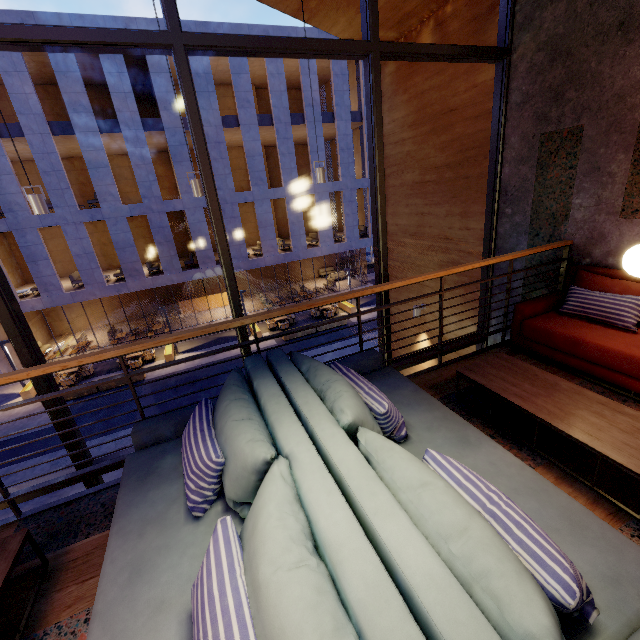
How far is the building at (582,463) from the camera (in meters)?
2.25

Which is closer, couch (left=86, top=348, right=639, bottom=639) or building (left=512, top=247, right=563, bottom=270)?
couch (left=86, top=348, right=639, bottom=639)

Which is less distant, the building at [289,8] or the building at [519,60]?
the building at [519,60]

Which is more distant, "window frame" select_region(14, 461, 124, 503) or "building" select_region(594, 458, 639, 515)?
"window frame" select_region(14, 461, 124, 503)

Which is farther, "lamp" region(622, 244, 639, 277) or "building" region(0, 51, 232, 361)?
"building" region(0, 51, 232, 361)

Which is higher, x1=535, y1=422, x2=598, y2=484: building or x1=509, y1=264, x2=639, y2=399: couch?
x1=509, y1=264, x2=639, y2=399: couch

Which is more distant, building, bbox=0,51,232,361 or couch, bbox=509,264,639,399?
building, bbox=0,51,232,361

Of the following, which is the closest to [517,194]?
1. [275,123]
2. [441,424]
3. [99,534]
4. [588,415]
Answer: [588,415]
